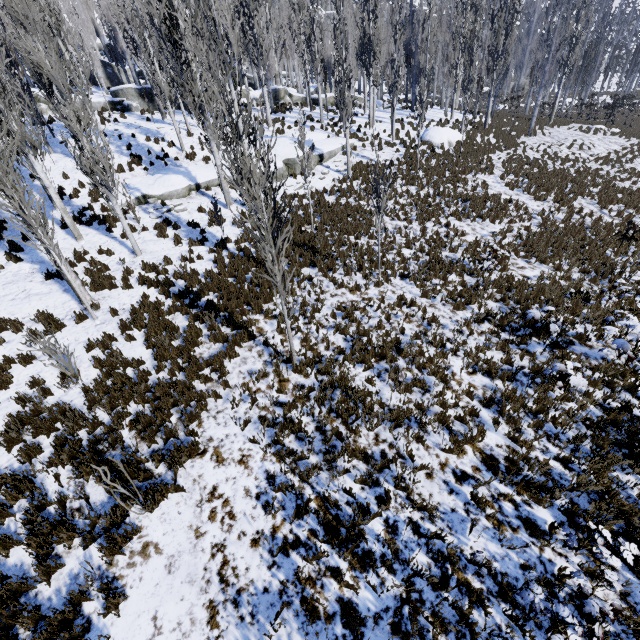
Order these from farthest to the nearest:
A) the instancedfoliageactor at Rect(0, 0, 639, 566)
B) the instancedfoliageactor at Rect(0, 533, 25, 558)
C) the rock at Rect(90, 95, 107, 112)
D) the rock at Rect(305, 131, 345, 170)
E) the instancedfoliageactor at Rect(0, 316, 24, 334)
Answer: the rock at Rect(90, 95, 107, 112) → the rock at Rect(305, 131, 345, 170) → the instancedfoliageactor at Rect(0, 316, 24, 334) → the instancedfoliageactor at Rect(0, 0, 639, 566) → the instancedfoliageactor at Rect(0, 533, 25, 558)

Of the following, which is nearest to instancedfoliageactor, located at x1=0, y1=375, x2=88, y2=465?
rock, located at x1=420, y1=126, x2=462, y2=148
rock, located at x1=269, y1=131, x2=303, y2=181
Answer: rock, located at x1=269, y1=131, x2=303, y2=181

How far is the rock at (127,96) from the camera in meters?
24.5 m

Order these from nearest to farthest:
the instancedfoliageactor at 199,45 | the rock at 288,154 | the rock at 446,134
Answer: the instancedfoliageactor at 199,45, the rock at 288,154, the rock at 446,134

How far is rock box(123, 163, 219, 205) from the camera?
14.88m

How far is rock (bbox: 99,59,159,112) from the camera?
24.5m

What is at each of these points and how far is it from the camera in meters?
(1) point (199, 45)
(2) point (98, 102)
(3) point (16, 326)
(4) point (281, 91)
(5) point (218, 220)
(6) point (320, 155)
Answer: (1) instancedfoliageactor, 11.6
(2) rock, 24.5
(3) instancedfoliageactor, 8.3
(4) rock, 29.0
(5) instancedfoliageactor, 11.6
(6) rock, 18.4
